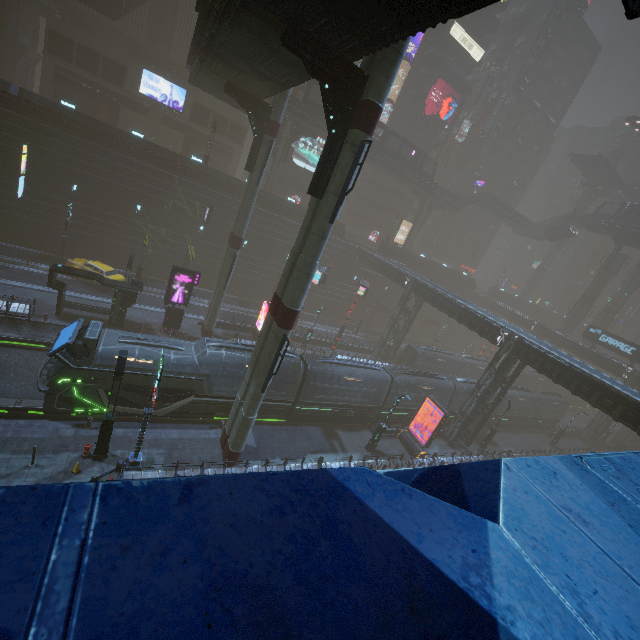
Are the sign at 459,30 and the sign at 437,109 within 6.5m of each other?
yes

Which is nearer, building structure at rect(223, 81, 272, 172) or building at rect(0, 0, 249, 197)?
building structure at rect(223, 81, 272, 172)

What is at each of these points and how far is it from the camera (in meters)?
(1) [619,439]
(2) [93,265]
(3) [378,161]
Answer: (1) sm, 49.00
(2) car, 30.06
(3) bridge, 43.69

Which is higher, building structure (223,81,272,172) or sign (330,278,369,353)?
building structure (223,81,272,172)

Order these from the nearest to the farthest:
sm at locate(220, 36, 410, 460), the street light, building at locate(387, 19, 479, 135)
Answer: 1. sm at locate(220, 36, 410, 460)
2. the street light
3. building at locate(387, 19, 479, 135)

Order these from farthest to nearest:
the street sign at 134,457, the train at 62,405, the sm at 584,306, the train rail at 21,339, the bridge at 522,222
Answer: the bridge at 522,222, the sm at 584,306, the train rail at 21,339, the train at 62,405, the street sign at 134,457

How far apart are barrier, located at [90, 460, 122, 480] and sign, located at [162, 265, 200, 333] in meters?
15.1 m

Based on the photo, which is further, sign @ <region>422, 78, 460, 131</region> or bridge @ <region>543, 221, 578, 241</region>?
bridge @ <region>543, 221, 578, 241</region>
